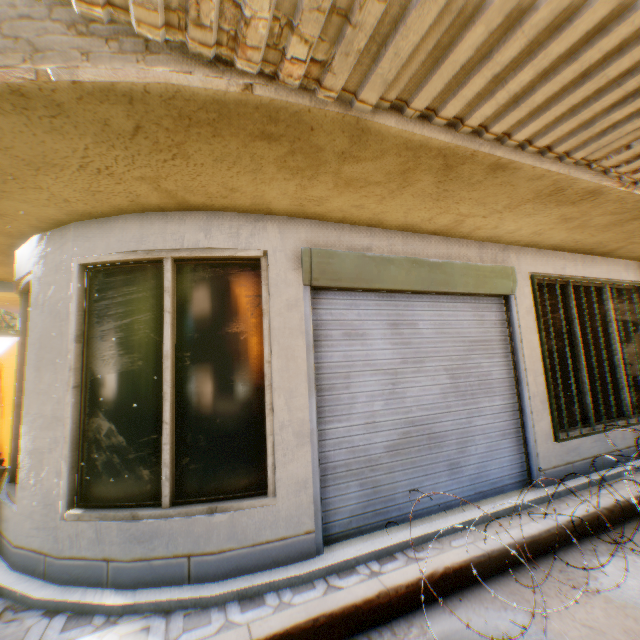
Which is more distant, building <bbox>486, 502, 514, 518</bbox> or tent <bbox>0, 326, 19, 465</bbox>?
tent <bbox>0, 326, 19, 465</bbox>

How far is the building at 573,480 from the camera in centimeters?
422cm

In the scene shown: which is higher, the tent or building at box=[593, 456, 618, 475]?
the tent

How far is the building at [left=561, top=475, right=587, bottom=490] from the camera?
4.2m

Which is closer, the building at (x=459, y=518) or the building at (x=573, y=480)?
the building at (x=459, y=518)

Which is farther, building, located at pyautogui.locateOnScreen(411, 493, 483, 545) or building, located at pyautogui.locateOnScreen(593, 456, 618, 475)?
building, located at pyautogui.locateOnScreen(593, 456, 618, 475)

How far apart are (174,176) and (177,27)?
1.2 meters
